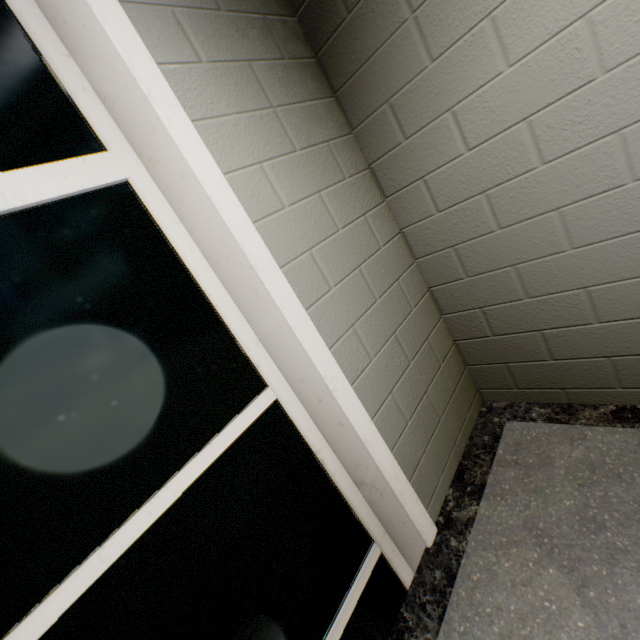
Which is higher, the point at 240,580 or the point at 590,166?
the point at 590,166
